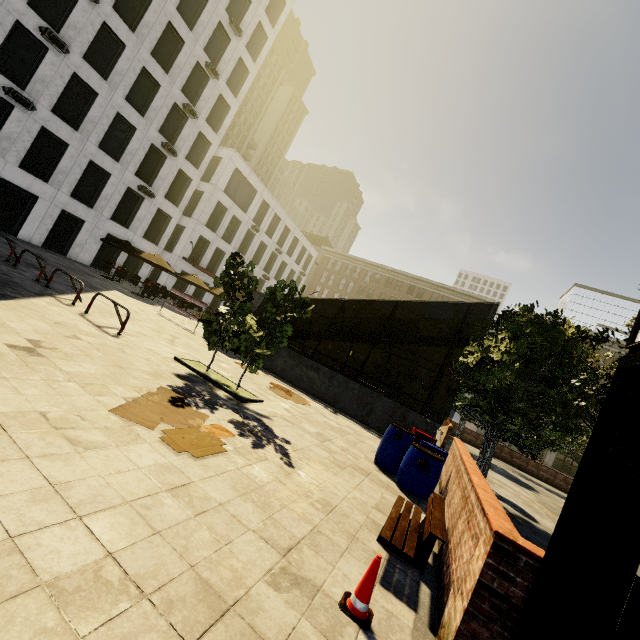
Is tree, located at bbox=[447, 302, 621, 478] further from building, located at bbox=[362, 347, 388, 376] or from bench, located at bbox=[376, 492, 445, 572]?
bench, located at bbox=[376, 492, 445, 572]

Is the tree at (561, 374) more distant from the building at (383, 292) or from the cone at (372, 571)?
the cone at (372, 571)

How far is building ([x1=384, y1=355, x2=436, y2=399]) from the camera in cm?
4994

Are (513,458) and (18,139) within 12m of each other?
no

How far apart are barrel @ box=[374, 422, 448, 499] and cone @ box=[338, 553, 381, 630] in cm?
391

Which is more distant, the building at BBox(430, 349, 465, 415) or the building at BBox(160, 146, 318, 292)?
the building at BBox(430, 349, 465, 415)

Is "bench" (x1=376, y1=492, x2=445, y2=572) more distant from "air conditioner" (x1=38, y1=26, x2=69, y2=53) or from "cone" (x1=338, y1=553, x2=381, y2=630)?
"air conditioner" (x1=38, y1=26, x2=69, y2=53)

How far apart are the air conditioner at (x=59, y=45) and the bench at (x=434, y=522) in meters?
28.0
